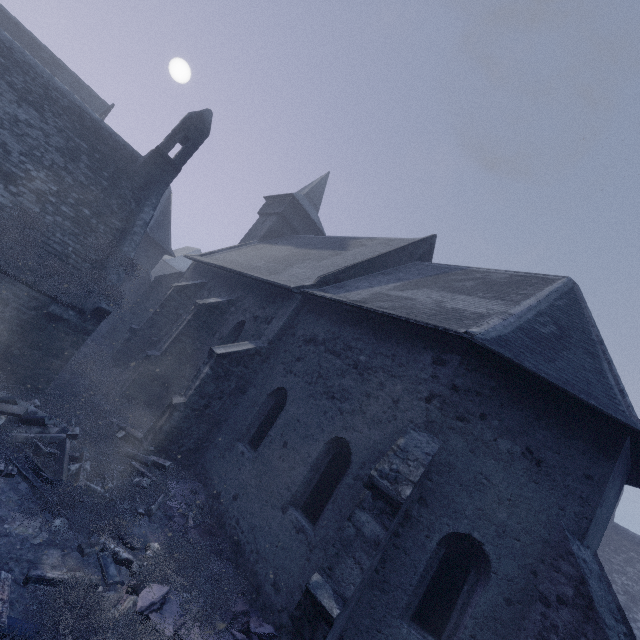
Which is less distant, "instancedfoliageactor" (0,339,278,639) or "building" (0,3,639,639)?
"instancedfoliageactor" (0,339,278,639)

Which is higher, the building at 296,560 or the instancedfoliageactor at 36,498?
the building at 296,560

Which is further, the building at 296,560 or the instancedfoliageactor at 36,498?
the building at 296,560

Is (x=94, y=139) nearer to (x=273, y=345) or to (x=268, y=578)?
(x=273, y=345)

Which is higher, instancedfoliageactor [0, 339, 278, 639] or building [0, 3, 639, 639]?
building [0, 3, 639, 639]
